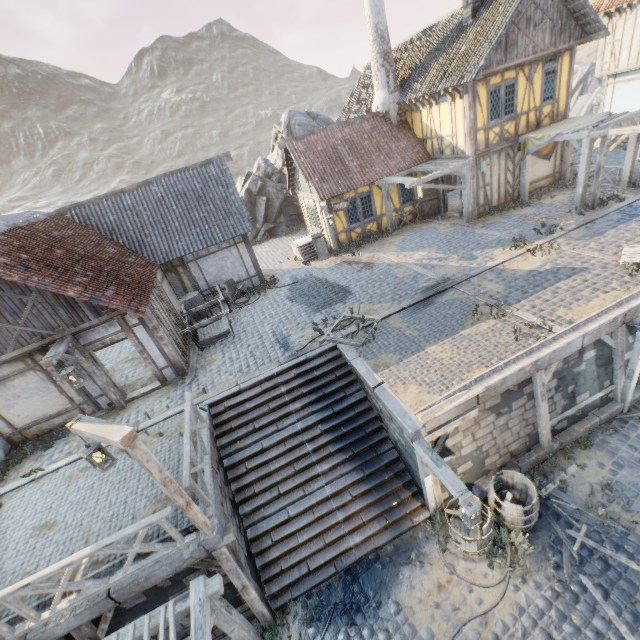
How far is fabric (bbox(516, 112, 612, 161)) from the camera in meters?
13.2

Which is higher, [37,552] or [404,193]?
[404,193]

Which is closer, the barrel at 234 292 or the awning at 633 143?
the awning at 633 143

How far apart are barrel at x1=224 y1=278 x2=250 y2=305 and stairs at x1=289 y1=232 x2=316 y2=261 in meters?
3.7

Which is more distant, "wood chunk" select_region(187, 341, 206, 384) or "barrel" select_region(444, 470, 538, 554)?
"wood chunk" select_region(187, 341, 206, 384)

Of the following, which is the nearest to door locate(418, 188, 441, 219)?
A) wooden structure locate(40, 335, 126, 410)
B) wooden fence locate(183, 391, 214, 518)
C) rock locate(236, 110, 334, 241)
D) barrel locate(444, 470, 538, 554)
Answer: rock locate(236, 110, 334, 241)

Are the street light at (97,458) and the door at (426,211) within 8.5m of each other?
no

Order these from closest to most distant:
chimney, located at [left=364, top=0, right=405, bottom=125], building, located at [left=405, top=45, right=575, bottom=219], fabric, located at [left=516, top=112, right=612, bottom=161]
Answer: fabric, located at [left=516, top=112, right=612, bottom=161]
building, located at [left=405, top=45, right=575, bottom=219]
chimney, located at [left=364, top=0, right=405, bottom=125]
